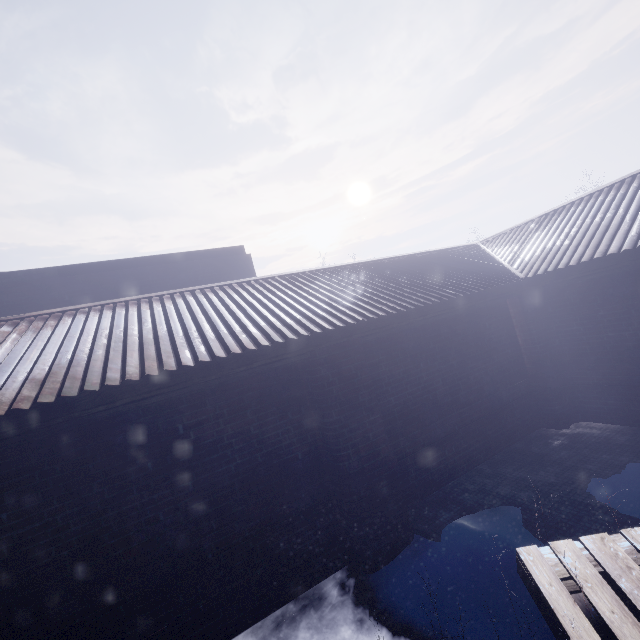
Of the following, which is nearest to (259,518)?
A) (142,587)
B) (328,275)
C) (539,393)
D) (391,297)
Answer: (142,587)
